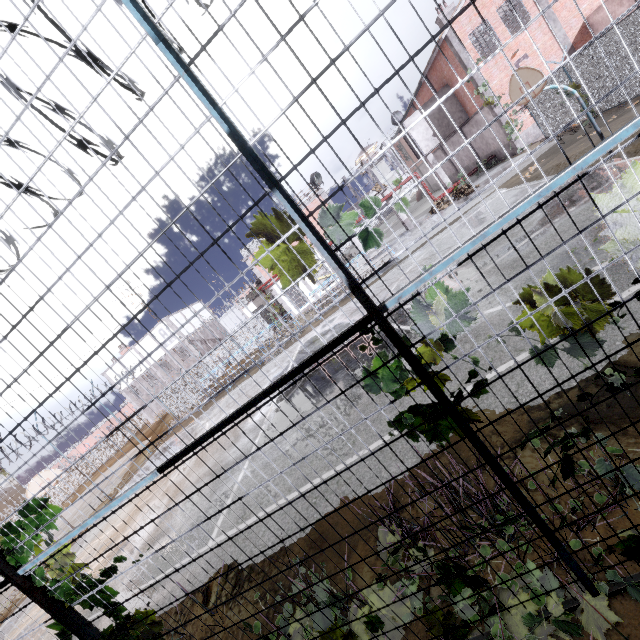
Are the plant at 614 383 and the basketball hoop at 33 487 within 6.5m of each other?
no

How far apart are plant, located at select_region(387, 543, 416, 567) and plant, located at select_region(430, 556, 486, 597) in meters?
0.3 m

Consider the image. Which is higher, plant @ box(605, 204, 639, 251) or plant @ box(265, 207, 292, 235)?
plant @ box(265, 207, 292, 235)

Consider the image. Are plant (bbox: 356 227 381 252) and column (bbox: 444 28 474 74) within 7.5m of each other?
no

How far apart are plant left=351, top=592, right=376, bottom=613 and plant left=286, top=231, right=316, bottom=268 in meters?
3.0 m

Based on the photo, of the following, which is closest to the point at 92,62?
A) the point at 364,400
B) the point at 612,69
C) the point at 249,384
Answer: the point at 612,69

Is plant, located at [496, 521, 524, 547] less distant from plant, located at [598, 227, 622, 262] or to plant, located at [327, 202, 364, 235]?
plant, located at [598, 227, 622, 262]

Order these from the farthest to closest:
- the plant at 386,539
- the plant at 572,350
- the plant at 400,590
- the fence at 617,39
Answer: the plant at 386,539 → the plant at 400,590 → the plant at 572,350 → the fence at 617,39
